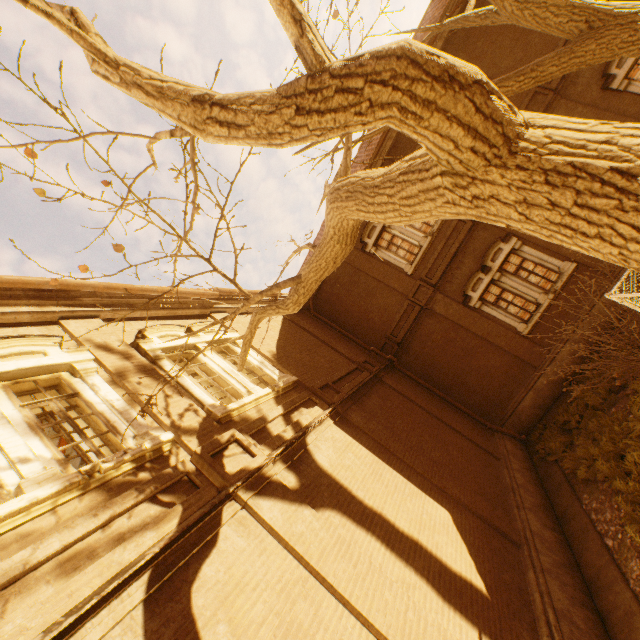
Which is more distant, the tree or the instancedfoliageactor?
the instancedfoliageactor

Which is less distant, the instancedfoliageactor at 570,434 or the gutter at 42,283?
the gutter at 42,283

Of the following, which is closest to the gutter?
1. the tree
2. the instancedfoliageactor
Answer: the tree

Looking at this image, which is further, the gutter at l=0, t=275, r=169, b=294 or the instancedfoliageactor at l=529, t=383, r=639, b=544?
the instancedfoliageactor at l=529, t=383, r=639, b=544

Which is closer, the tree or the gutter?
the tree

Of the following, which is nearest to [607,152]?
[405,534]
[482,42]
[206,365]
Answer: [405,534]

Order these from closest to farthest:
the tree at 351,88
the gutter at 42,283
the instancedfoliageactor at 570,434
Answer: the tree at 351,88 → the gutter at 42,283 → the instancedfoliageactor at 570,434

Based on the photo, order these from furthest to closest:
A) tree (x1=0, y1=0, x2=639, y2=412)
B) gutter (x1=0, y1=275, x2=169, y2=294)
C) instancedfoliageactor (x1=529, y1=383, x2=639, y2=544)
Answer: instancedfoliageactor (x1=529, y1=383, x2=639, y2=544) → gutter (x1=0, y1=275, x2=169, y2=294) → tree (x1=0, y1=0, x2=639, y2=412)
